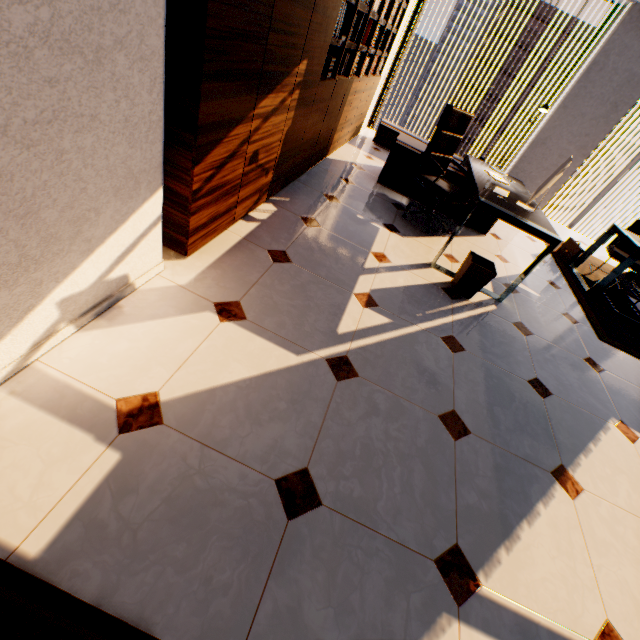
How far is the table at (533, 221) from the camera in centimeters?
280cm

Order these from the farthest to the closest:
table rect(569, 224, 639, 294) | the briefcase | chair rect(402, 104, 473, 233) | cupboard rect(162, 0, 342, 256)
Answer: the briefcase
table rect(569, 224, 639, 294)
chair rect(402, 104, 473, 233)
cupboard rect(162, 0, 342, 256)

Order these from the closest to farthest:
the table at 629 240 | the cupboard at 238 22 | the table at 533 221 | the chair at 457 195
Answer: the cupboard at 238 22
the table at 533 221
the chair at 457 195
the table at 629 240

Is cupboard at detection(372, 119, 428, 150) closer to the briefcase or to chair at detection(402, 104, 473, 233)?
the briefcase

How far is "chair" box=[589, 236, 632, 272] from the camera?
4.8m

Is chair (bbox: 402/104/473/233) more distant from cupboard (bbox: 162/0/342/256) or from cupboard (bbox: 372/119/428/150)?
cupboard (bbox: 372/119/428/150)

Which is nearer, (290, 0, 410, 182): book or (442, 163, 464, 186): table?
(290, 0, 410, 182): book

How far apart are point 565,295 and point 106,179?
4.83m
